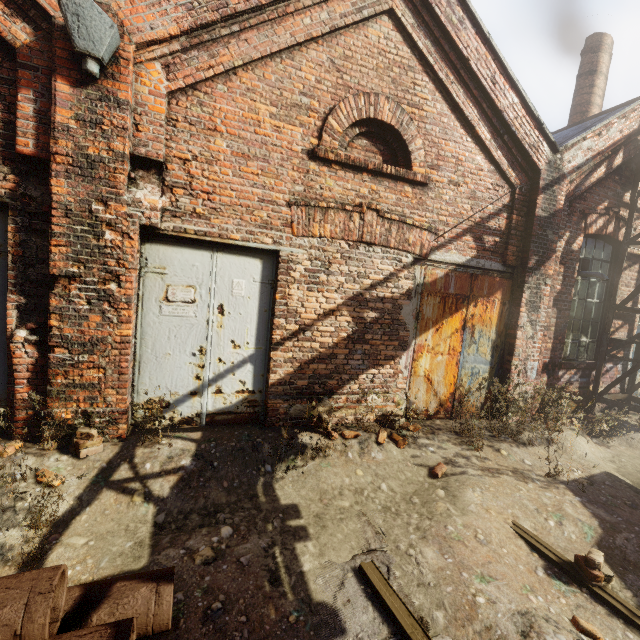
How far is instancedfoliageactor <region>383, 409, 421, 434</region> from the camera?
5.0m

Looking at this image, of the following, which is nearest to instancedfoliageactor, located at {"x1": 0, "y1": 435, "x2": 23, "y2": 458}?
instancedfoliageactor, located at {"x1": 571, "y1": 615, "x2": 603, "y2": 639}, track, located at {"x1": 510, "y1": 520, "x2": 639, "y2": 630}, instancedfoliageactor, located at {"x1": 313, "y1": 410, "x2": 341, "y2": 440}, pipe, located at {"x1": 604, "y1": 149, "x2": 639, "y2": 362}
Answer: pipe, located at {"x1": 604, "y1": 149, "x2": 639, "y2": 362}

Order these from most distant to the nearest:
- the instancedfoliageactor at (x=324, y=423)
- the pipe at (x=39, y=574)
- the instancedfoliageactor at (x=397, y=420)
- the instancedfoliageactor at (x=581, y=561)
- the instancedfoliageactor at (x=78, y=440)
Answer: the instancedfoliageactor at (x=397, y=420) → the instancedfoliageactor at (x=324, y=423) → the instancedfoliageactor at (x=78, y=440) → the instancedfoliageactor at (x=581, y=561) → the pipe at (x=39, y=574)

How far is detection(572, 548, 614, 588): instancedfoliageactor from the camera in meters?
2.8 m

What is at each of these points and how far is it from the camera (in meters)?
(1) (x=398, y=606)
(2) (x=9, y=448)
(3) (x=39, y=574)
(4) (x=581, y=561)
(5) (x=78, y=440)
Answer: (1) track, 2.42
(2) instancedfoliageactor, 3.30
(3) pipe, 1.61
(4) instancedfoliageactor, 2.94
(5) instancedfoliageactor, 3.43

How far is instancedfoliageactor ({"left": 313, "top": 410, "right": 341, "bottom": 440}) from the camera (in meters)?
3.94

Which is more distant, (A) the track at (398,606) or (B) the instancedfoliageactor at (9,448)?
(B) the instancedfoliageactor at (9,448)

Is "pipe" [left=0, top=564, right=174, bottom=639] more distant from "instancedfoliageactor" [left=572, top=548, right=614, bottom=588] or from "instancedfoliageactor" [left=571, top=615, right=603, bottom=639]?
"instancedfoliageactor" [left=572, top=548, right=614, bottom=588]
